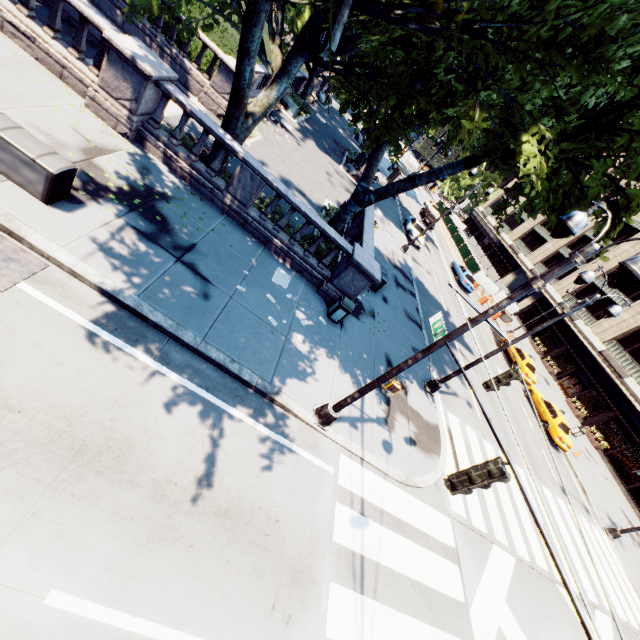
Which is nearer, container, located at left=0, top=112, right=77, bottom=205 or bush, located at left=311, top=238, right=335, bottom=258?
container, located at left=0, top=112, right=77, bottom=205

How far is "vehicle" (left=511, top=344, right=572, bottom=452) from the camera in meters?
22.0 m

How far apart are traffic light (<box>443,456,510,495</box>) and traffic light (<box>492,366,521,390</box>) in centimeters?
368cm

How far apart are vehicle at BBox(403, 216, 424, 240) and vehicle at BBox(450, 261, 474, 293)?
6.16m

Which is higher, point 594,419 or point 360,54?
point 360,54

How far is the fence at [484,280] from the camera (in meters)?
37.88

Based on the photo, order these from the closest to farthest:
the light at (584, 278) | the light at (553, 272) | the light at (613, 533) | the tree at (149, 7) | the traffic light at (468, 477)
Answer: the light at (553, 272)
the traffic light at (468, 477)
the tree at (149, 7)
the light at (584, 278)
the light at (613, 533)

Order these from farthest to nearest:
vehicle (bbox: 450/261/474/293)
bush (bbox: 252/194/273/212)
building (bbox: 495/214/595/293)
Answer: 1. building (bbox: 495/214/595/293)
2. vehicle (bbox: 450/261/474/293)
3. bush (bbox: 252/194/273/212)
